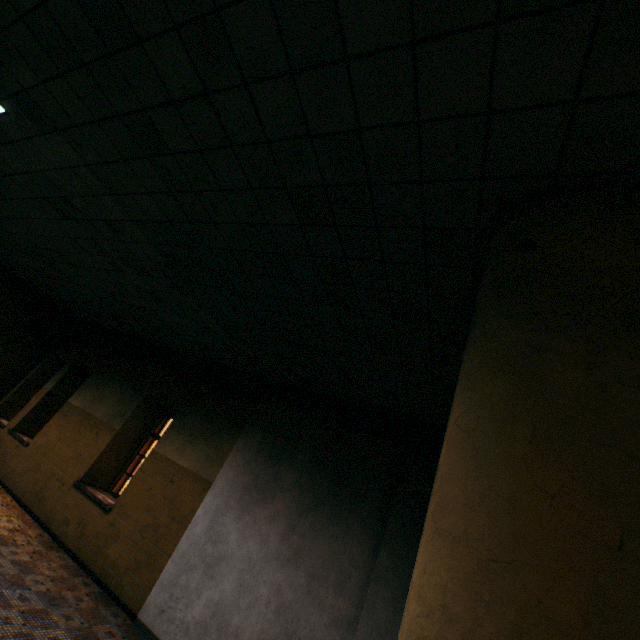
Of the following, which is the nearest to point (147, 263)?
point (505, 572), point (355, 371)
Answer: point (355, 371)
